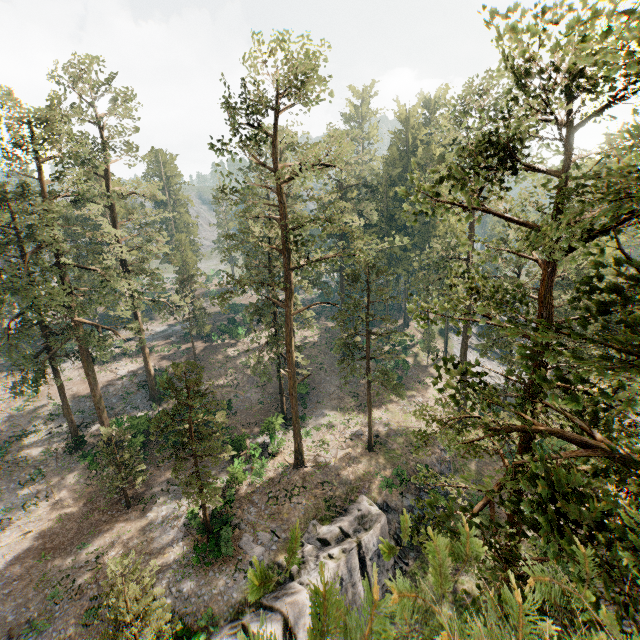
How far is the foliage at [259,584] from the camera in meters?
1.4

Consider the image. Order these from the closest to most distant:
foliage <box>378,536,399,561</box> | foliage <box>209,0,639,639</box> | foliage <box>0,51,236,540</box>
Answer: foliage <box>378,536,399,561</box> < foliage <box>209,0,639,639</box> < foliage <box>0,51,236,540</box>

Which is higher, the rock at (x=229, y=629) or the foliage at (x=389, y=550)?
the foliage at (x=389, y=550)

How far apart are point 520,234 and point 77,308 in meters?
31.9

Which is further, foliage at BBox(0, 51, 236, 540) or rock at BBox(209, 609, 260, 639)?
foliage at BBox(0, 51, 236, 540)

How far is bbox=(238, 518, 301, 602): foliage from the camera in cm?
138
